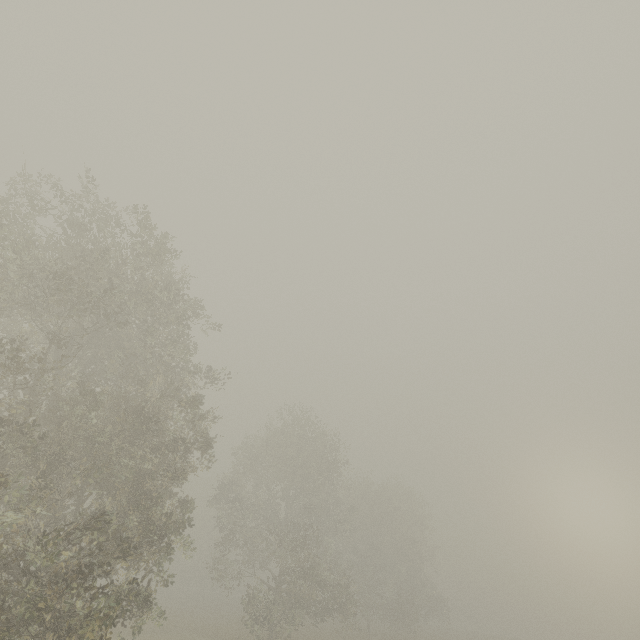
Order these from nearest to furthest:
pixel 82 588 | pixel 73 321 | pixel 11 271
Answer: pixel 82 588 < pixel 11 271 < pixel 73 321
